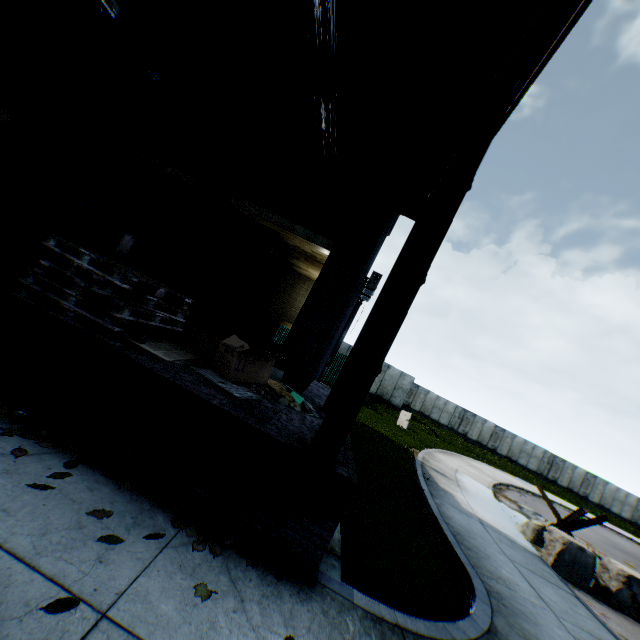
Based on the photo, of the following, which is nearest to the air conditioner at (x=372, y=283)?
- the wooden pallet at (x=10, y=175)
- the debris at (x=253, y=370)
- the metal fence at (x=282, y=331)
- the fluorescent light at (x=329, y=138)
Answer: the fluorescent light at (x=329, y=138)

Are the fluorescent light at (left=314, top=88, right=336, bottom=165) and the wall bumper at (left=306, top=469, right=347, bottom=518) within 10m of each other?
yes

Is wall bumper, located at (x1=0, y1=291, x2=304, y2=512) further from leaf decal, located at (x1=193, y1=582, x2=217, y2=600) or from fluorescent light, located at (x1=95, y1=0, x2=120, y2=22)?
fluorescent light, located at (x1=95, y1=0, x2=120, y2=22)

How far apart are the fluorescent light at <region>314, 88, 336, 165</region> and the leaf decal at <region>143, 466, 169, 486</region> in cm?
542

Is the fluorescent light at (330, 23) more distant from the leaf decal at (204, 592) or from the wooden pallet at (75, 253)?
the leaf decal at (204, 592)

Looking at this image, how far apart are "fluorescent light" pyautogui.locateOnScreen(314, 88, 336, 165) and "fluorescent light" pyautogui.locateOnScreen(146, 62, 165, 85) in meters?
3.7

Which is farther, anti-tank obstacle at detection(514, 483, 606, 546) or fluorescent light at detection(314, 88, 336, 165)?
anti-tank obstacle at detection(514, 483, 606, 546)

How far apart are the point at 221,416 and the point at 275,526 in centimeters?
120cm
